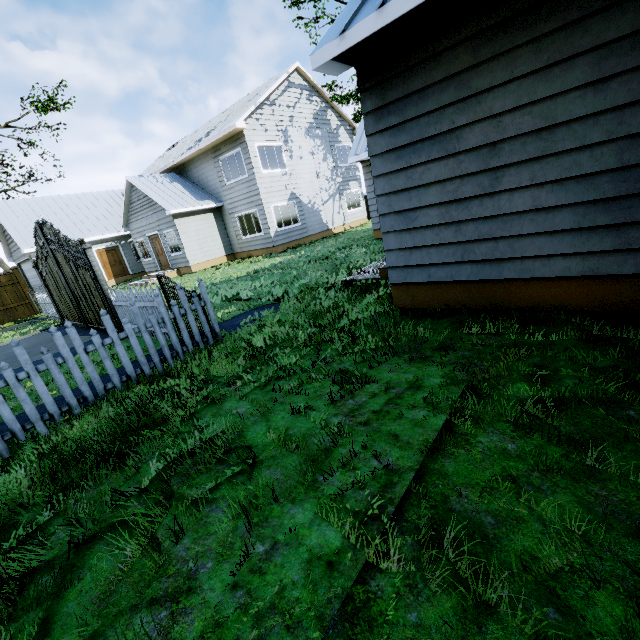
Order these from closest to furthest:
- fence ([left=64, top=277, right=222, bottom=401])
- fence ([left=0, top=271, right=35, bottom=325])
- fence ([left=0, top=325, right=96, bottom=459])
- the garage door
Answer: fence ([left=0, top=325, right=96, bottom=459])
fence ([left=64, top=277, right=222, bottom=401])
fence ([left=0, top=271, right=35, bottom=325])
the garage door

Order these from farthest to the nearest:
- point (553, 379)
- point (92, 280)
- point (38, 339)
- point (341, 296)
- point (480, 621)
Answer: point (38, 339) < point (92, 280) < point (341, 296) < point (553, 379) < point (480, 621)

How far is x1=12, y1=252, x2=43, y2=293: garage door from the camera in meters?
20.2

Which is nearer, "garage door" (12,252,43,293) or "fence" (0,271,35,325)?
"fence" (0,271,35,325)

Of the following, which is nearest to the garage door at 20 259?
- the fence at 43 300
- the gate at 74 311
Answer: the fence at 43 300

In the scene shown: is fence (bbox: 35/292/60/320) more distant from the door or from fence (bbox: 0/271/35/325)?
the door

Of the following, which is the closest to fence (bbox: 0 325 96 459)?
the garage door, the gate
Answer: the garage door

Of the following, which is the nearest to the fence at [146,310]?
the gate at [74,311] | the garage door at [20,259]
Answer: the garage door at [20,259]
